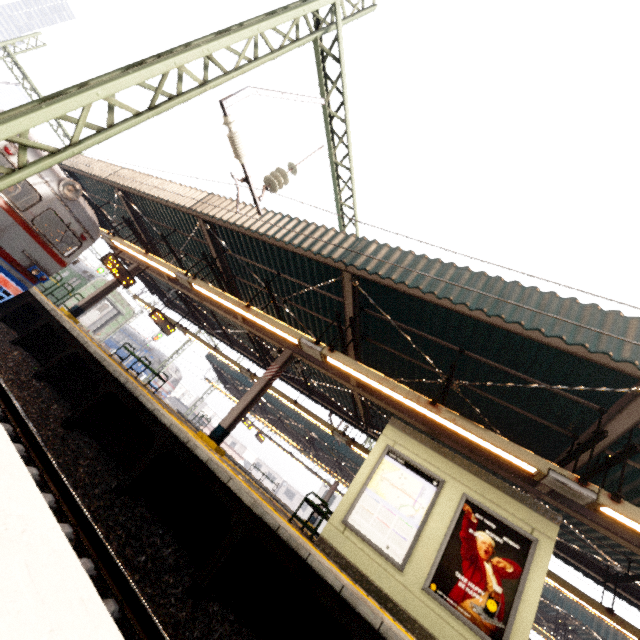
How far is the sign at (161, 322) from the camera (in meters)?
14.40

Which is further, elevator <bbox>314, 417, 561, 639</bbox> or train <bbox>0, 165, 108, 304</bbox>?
train <bbox>0, 165, 108, 304</bbox>

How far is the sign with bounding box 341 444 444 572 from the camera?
5.85m

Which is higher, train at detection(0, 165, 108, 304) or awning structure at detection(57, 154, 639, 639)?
awning structure at detection(57, 154, 639, 639)

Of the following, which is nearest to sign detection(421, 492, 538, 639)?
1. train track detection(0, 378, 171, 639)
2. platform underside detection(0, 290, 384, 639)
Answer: platform underside detection(0, 290, 384, 639)

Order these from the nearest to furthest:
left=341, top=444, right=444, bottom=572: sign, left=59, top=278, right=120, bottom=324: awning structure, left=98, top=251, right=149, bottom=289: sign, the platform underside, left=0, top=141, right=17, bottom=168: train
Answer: the platform underside → left=341, top=444, right=444, bottom=572: sign → left=0, top=141, right=17, bottom=168: train → left=98, top=251, right=149, bottom=289: sign → left=59, top=278, right=120, bottom=324: awning structure

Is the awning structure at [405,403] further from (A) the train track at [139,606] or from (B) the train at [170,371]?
(B) the train at [170,371]

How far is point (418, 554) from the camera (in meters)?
5.72
